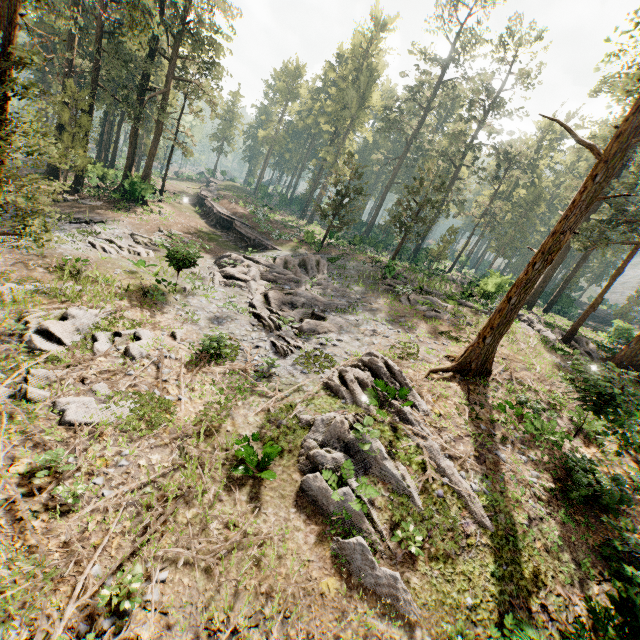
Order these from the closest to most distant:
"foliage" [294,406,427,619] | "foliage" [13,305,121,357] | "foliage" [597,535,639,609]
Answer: "foliage" [597,535,639,609] < "foliage" [294,406,427,619] < "foliage" [13,305,121,357]

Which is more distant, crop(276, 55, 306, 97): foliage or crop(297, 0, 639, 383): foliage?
crop(276, 55, 306, 97): foliage

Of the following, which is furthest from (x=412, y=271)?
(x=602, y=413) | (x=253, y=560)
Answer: (x=253, y=560)

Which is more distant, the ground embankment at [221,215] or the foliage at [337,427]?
the ground embankment at [221,215]

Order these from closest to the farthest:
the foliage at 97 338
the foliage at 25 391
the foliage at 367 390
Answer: the foliage at 25 391, the foliage at 367 390, the foliage at 97 338

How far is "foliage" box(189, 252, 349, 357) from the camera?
16.91m
